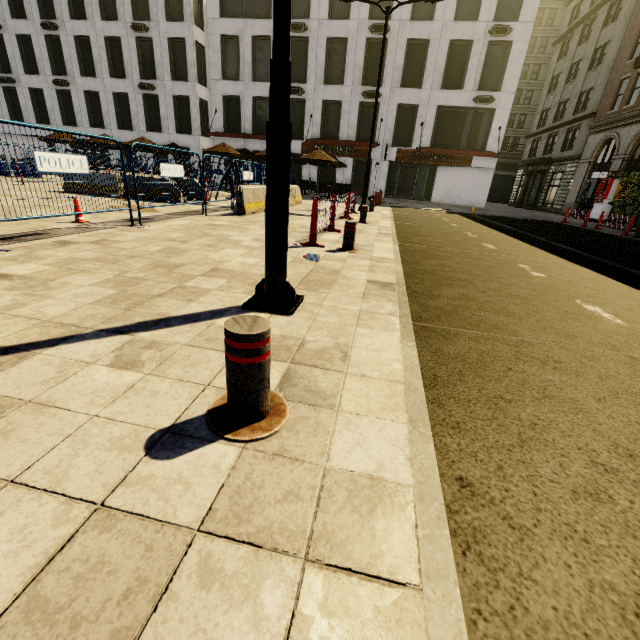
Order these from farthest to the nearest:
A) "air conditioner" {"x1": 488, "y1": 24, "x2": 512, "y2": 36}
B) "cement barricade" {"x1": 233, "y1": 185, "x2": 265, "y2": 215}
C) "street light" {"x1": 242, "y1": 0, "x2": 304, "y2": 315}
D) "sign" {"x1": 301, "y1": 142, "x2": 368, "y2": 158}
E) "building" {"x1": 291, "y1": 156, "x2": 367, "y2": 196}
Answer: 1. "building" {"x1": 291, "y1": 156, "x2": 367, "y2": 196}
2. "sign" {"x1": 301, "y1": 142, "x2": 368, "y2": 158}
3. "air conditioner" {"x1": 488, "y1": 24, "x2": 512, "y2": 36}
4. "cement barricade" {"x1": 233, "y1": 185, "x2": 265, "y2": 215}
5. "street light" {"x1": 242, "y1": 0, "x2": 304, "y2": 315}

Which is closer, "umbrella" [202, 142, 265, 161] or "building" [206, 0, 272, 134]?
"umbrella" [202, 142, 265, 161]

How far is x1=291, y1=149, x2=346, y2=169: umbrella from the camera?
19.5 meters

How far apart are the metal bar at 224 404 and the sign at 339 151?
28.7m

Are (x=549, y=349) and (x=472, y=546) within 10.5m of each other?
yes

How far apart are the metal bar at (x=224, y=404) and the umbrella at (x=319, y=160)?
20.13m

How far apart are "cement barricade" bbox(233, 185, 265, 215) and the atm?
22.66m

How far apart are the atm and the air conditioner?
11.6 meters
